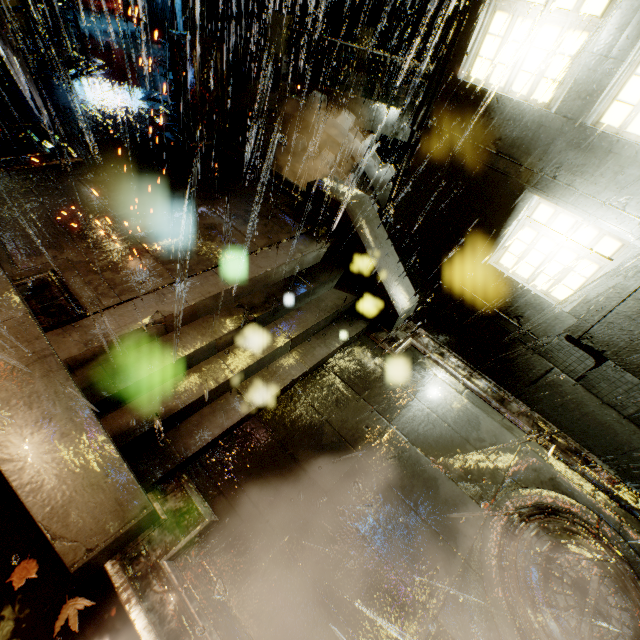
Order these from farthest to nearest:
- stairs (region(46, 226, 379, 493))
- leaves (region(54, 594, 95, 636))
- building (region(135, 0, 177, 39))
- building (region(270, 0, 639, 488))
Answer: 1. building (region(135, 0, 177, 39))
2. building (region(270, 0, 639, 488))
3. stairs (region(46, 226, 379, 493))
4. leaves (region(54, 594, 95, 636))

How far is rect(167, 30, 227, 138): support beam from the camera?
8.4m

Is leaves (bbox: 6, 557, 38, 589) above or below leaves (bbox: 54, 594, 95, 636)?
below

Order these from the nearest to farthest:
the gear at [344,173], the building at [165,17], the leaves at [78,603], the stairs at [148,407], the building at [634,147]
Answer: the leaves at [78,603]
the stairs at [148,407]
the building at [634,147]
the gear at [344,173]
the building at [165,17]

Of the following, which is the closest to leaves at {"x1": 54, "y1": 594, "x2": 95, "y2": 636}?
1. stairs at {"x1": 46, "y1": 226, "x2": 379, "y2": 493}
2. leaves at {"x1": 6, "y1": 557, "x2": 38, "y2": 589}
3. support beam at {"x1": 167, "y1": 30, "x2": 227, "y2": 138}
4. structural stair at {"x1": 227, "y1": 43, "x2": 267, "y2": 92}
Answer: leaves at {"x1": 6, "y1": 557, "x2": 38, "y2": 589}

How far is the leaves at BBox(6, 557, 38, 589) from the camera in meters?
3.9 m

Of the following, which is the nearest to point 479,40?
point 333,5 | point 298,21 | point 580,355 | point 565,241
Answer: point 565,241

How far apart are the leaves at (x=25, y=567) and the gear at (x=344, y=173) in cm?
1111
